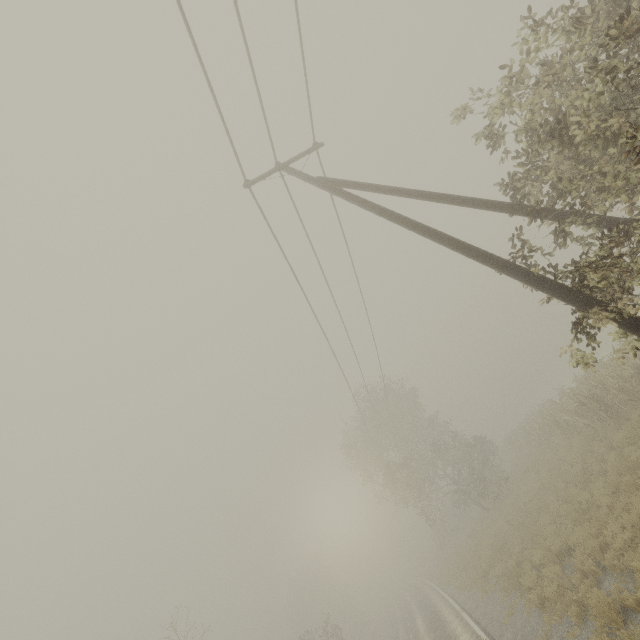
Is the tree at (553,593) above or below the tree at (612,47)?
below

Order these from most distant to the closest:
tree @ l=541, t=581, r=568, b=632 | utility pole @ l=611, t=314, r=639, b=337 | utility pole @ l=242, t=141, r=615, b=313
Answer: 1. tree @ l=541, t=581, r=568, b=632
2. utility pole @ l=242, t=141, r=615, b=313
3. utility pole @ l=611, t=314, r=639, b=337

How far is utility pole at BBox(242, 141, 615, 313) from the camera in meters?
Answer: 5.3

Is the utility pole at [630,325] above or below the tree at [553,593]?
above

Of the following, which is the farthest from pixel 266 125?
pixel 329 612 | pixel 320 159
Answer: pixel 329 612

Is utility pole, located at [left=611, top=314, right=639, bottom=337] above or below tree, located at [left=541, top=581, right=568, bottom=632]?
above

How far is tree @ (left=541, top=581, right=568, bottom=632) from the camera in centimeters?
869cm
